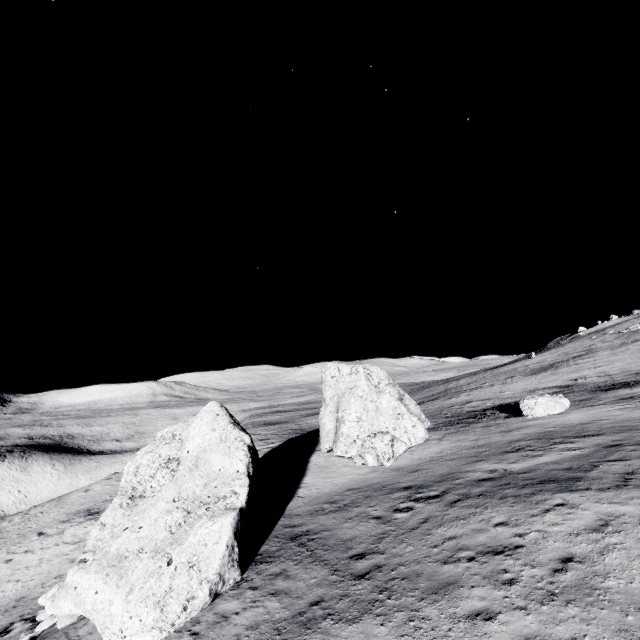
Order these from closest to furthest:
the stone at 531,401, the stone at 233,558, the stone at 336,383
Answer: the stone at 233,558 → the stone at 336,383 → the stone at 531,401

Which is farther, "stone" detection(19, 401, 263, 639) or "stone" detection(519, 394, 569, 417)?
"stone" detection(519, 394, 569, 417)

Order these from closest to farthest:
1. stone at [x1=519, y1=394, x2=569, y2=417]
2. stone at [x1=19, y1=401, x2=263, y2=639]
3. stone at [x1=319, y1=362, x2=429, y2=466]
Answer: stone at [x1=19, y1=401, x2=263, y2=639]
stone at [x1=319, y1=362, x2=429, y2=466]
stone at [x1=519, y1=394, x2=569, y2=417]

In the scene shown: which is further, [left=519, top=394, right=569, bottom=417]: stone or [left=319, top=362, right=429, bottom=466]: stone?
[left=519, top=394, right=569, bottom=417]: stone

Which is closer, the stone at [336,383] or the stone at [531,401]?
the stone at [336,383]

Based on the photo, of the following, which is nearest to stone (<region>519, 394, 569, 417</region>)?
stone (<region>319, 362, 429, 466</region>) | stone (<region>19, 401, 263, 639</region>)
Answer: stone (<region>319, 362, 429, 466</region>)

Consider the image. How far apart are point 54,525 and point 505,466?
34.03m
